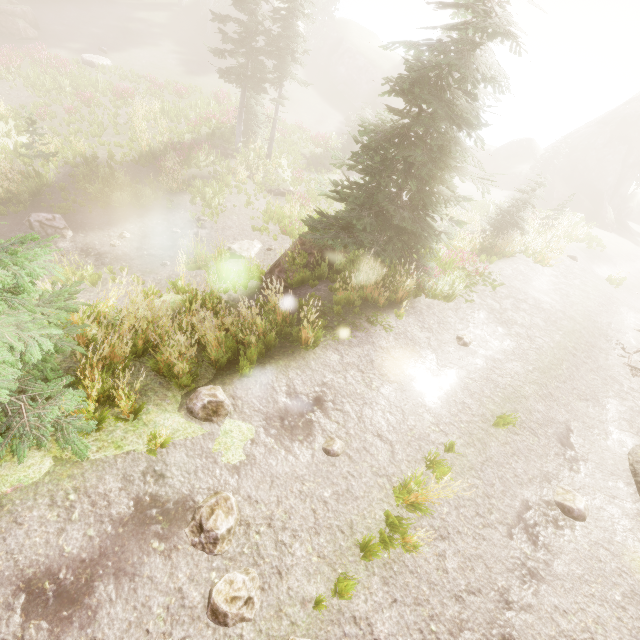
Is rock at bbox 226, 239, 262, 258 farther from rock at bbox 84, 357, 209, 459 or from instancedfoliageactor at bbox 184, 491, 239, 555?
rock at bbox 84, 357, 209, 459

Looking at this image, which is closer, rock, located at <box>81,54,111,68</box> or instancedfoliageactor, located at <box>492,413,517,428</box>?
instancedfoliageactor, located at <box>492,413,517,428</box>

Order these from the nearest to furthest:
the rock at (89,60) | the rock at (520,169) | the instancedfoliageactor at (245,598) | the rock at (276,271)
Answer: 1. the instancedfoliageactor at (245,598)
2. the rock at (276,271)
3. the rock at (89,60)
4. the rock at (520,169)

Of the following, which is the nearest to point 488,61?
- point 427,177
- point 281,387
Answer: point 427,177

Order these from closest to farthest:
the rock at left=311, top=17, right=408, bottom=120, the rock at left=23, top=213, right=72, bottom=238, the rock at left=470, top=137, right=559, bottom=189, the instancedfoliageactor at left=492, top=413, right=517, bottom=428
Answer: the instancedfoliageactor at left=492, top=413, right=517, bottom=428 < the rock at left=23, top=213, right=72, bottom=238 < the rock at left=311, top=17, right=408, bottom=120 < the rock at left=470, top=137, right=559, bottom=189

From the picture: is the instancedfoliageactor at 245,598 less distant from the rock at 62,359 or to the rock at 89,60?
the rock at 62,359

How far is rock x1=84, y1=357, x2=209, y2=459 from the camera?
4.5m

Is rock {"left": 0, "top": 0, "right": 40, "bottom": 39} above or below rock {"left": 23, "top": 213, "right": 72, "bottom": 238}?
above
